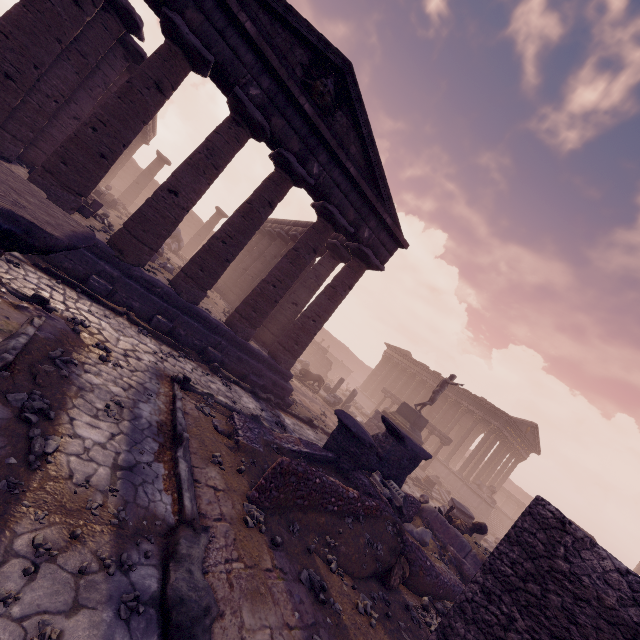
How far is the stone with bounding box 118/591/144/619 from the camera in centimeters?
266cm

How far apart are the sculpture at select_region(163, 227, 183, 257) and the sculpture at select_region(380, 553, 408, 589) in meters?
21.2 m

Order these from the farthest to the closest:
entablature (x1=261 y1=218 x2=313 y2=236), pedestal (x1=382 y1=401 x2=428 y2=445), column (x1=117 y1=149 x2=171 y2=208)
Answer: column (x1=117 y1=149 x2=171 y2=208) < entablature (x1=261 y1=218 x2=313 y2=236) < pedestal (x1=382 y1=401 x2=428 y2=445)

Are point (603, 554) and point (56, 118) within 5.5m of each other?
no

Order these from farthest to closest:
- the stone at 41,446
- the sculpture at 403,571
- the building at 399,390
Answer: the building at 399,390 → the sculpture at 403,571 → the stone at 41,446

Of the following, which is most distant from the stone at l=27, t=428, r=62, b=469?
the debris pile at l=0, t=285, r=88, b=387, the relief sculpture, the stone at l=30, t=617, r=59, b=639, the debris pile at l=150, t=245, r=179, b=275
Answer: the relief sculpture

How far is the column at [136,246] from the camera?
8.65m

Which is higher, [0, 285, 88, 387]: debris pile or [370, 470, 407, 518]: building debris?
[370, 470, 407, 518]: building debris
